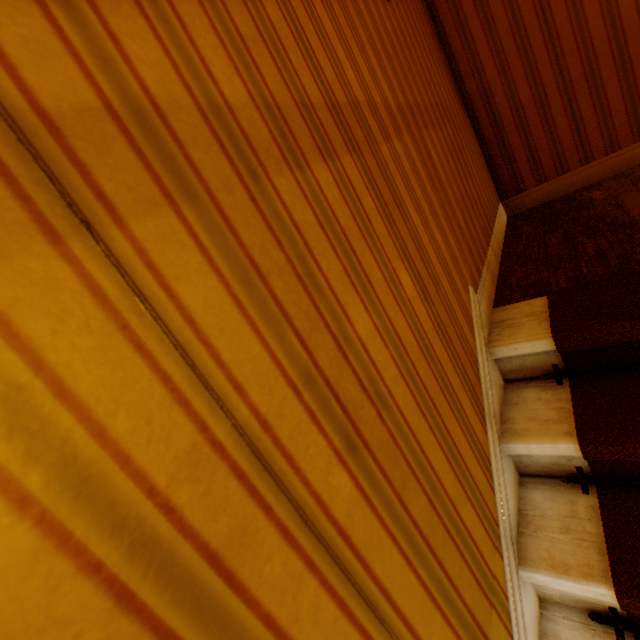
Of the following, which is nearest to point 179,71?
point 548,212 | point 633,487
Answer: point 633,487
